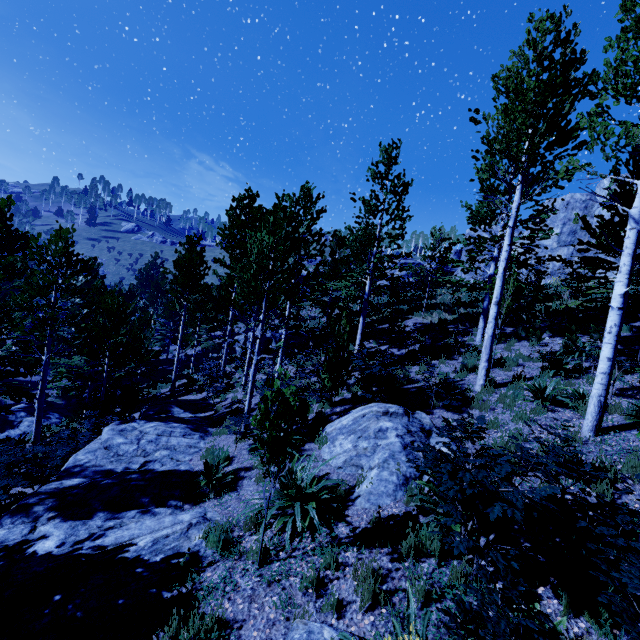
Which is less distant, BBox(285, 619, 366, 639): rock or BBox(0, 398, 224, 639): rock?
BBox(285, 619, 366, 639): rock

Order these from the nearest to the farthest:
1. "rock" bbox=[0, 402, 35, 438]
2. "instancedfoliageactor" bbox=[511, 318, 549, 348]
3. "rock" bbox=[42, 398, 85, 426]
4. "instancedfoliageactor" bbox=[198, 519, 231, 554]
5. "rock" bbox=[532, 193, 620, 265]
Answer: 1. "instancedfoliageactor" bbox=[198, 519, 231, 554]
2. "instancedfoliageactor" bbox=[511, 318, 549, 348]
3. "rock" bbox=[0, 402, 35, 438]
4. "rock" bbox=[42, 398, 85, 426]
5. "rock" bbox=[532, 193, 620, 265]

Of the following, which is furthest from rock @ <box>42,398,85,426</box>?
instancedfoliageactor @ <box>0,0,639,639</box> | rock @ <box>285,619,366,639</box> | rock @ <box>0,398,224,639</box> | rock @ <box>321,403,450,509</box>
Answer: rock @ <box>285,619,366,639</box>

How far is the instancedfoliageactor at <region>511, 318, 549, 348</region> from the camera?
12.1 meters

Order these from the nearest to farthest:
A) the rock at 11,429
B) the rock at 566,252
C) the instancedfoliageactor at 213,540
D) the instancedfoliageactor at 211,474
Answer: the instancedfoliageactor at 213,540 → the instancedfoliageactor at 211,474 → the rock at 11,429 → the rock at 566,252

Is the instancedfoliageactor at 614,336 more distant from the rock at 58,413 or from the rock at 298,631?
the rock at 298,631

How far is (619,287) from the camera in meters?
5.9

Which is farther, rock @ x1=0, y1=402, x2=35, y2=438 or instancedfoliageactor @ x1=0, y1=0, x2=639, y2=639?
rock @ x1=0, y1=402, x2=35, y2=438
